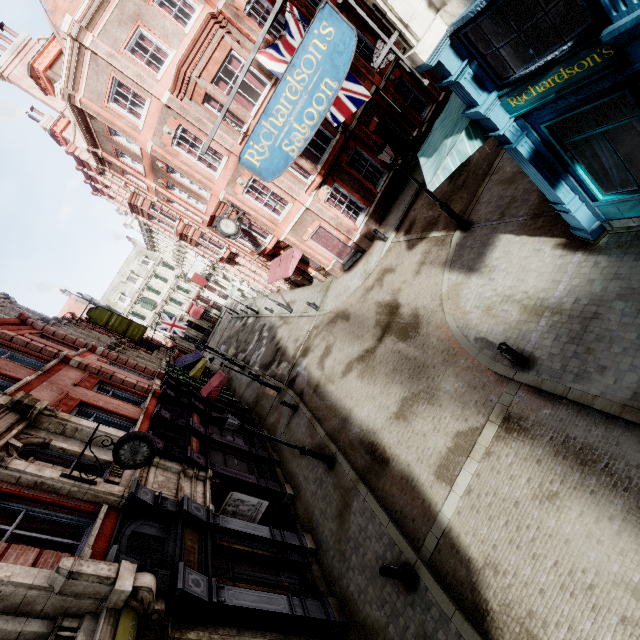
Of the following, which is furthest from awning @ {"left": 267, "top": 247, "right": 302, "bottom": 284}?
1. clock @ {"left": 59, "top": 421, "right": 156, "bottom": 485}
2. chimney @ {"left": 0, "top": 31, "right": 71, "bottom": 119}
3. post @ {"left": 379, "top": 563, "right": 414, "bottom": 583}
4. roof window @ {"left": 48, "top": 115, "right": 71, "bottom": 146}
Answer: roof window @ {"left": 48, "top": 115, "right": 71, "bottom": 146}

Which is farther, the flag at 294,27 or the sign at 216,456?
the sign at 216,456

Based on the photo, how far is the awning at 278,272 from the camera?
19.59m

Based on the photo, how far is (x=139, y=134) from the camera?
15.9 meters

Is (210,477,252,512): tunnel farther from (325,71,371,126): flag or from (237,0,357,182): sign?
(325,71,371,126): flag

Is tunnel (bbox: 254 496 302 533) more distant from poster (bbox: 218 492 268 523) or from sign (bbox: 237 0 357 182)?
sign (bbox: 237 0 357 182)

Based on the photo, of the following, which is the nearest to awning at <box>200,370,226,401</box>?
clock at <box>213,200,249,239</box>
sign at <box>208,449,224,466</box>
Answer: sign at <box>208,449,224,466</box>

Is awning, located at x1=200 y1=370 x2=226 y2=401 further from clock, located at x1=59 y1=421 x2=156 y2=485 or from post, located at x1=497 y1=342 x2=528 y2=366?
post, located at x1=497 y1=342 x2=528 y2=366
